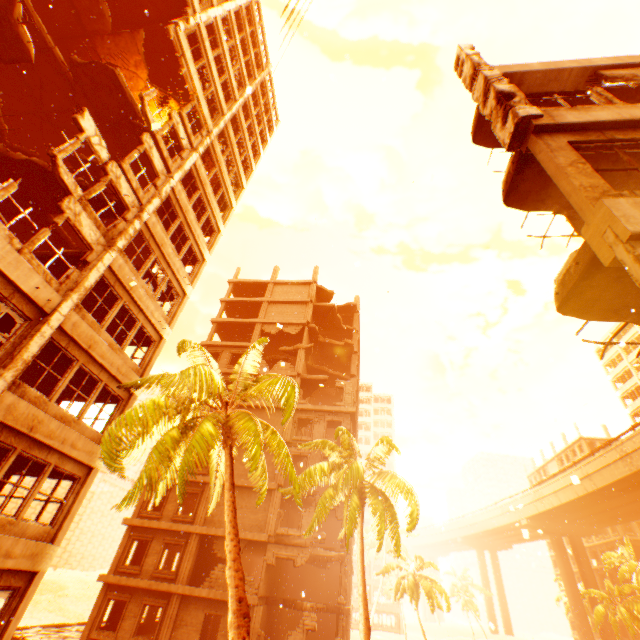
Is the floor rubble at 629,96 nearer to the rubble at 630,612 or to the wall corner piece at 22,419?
the rubble at 630,612

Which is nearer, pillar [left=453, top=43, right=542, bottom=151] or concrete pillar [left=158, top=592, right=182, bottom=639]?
pillar [left=453, top=43, right=542, bottom=151]

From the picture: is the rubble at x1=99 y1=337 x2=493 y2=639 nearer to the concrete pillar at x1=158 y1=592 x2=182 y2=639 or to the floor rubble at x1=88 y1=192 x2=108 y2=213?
the floor rubble at x1=88 y1=192 x2=108 y2=213

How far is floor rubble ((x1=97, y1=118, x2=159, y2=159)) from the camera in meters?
16.9

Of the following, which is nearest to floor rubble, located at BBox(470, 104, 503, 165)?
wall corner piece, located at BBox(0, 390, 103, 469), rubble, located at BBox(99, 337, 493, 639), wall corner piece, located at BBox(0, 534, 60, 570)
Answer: rubble, located at BBox(99, 337, 493, 639)

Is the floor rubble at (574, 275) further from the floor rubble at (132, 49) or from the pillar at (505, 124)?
the floor rubble at (132, 49)

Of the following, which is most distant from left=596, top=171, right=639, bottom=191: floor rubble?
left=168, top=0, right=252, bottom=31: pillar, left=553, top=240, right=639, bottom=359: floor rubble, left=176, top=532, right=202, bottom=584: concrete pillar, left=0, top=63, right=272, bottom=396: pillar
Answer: left=176, top=532, right=202, bottom=584: concrete pillar

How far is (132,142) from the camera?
17.52m
